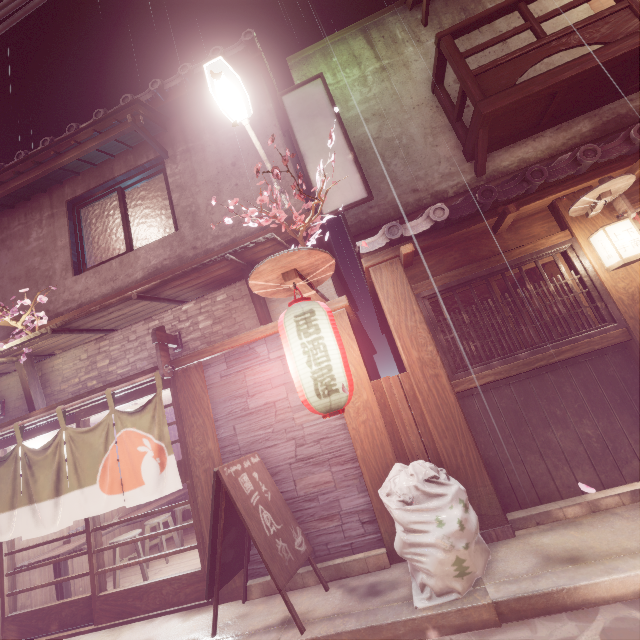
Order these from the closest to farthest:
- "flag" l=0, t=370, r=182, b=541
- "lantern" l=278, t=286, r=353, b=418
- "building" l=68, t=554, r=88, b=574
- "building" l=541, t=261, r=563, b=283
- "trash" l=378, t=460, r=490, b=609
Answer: "trash" l=378, t=460, r=490, b=609 → "lantern" l=278, t=286, r=353, b=418 → "flag" l=0, t=370, r=182, b=541 → "building" l=541, t=261, r=563, b=283 → "building" l=68, t=554, r=88, b=574

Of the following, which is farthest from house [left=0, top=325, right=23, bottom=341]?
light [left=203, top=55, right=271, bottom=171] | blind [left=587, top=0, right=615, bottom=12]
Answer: blind [left=587, top=0, right=615, bottom=12]

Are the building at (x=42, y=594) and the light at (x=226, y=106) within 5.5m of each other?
no

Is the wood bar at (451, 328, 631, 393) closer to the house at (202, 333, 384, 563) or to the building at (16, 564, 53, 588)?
the house at (202, 333, 384, 563)

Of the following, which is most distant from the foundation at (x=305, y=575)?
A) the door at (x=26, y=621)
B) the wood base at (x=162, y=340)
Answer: the wood base at (x=162, y=340)

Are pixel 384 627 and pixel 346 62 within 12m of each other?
no

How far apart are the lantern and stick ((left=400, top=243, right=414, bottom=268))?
2.12m

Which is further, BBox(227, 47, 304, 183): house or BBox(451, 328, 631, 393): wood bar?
BBox(227, 47, 304, 183): house
